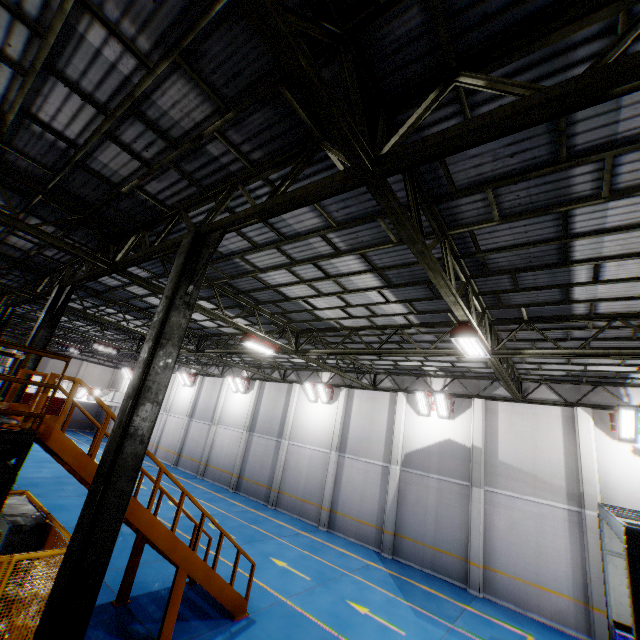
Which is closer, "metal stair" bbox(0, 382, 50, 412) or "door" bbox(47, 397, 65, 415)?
"metal stair" bbox(0, 382, 50, 412)

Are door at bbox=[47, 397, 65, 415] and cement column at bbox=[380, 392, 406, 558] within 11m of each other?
no

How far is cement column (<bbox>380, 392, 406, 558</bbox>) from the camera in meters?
15.8

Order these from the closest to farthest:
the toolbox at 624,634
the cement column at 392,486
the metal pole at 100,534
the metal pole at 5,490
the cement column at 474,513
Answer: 1. the metal pole at 100,534
2. the metal pole at 5,490
3. the toolbox at 624,634
4. the cement column at 474,513
5. the cement column at 392,486

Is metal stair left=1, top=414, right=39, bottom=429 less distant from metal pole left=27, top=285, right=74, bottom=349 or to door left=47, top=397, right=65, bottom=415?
metal pole left=27, top=285, right=74, bottom=349

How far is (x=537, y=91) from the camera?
2.8m

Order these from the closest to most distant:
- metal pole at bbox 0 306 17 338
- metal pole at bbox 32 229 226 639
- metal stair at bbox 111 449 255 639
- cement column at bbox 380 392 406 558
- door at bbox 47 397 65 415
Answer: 1. metal pole at bbox 32 229 226 639
2. metal stair at bbox 111 449 255 639
3. metal pole at bbox 0 306 17 338
4. cement column at bbox 380 392 406 558
5. door at bbox 47 397 65 415

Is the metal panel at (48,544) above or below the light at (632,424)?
below
